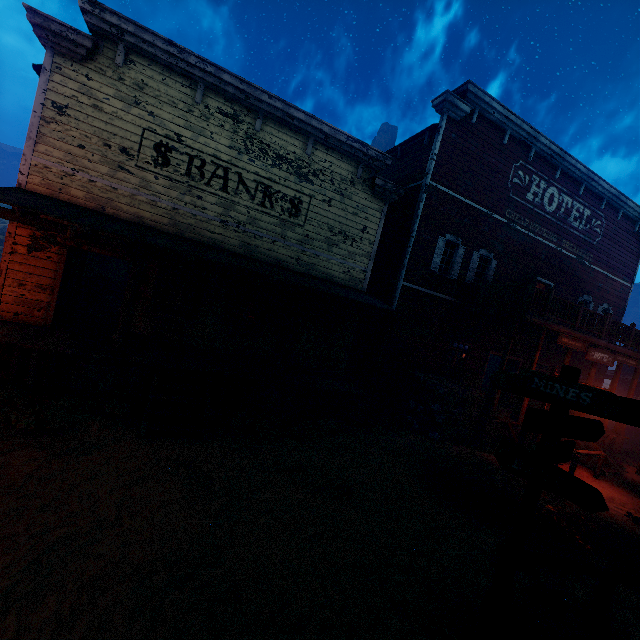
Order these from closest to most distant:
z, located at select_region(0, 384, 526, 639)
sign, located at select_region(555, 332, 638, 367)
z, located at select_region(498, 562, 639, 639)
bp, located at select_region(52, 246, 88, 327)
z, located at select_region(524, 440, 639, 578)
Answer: z, located at select_region(0, 384, 526, 639) → z, located at select_region(498, 562, 639, 639) → z, located at select_region(524, 440, 639, 578) → bp, located at select_region(52, 246, 88, 327) → sign, located at select_region(555, 332, 638, 367)

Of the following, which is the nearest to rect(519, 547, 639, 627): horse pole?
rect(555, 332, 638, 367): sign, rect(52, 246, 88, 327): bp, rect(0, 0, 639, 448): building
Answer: rect(0, 0, 639, 448): building

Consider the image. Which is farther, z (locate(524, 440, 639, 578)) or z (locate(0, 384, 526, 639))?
z (locate(524, 440, 639, 578))

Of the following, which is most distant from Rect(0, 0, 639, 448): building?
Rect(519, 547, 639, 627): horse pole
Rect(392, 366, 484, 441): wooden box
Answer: Rect(519, 547, 639, 627): horse pole

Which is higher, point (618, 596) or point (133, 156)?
point (133, 156)

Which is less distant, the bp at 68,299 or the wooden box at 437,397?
the bp at 68,299

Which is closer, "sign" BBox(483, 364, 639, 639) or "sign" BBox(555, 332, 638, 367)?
"sign" BBox(483, 364, 639, 639)

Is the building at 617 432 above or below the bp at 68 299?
below
